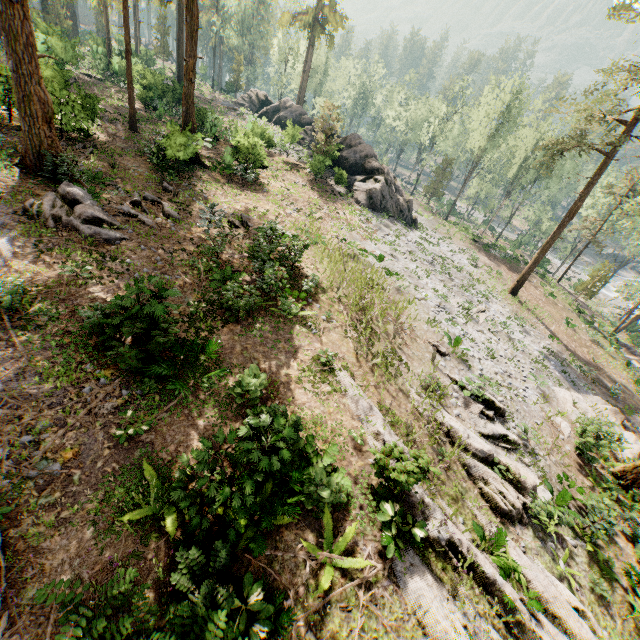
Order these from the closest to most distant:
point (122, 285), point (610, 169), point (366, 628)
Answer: point (366, 628) < point (122, 285) < point (610, 169)

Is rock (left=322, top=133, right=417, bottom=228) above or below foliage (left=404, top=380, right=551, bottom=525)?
above

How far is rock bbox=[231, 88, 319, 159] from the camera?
31.31m

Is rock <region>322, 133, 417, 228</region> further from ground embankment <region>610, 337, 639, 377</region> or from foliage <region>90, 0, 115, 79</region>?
ground embankment <region>610, 337, 639, 377</region>

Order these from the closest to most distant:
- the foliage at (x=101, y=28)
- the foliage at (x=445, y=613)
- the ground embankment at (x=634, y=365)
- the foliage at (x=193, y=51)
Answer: the foliage at (x=445, y=613), the foliage at (x=193, y=51), the ground embankment at (x=634, y=365), the foliage at (x=101, y=28)

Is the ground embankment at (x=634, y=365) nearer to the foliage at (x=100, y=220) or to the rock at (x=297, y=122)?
the foliage at (x=100, y=220)

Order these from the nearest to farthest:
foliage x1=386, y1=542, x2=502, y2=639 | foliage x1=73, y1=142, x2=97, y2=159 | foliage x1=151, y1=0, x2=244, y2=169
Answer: foliage x1=386, y1=542, x2=502, y2=639, foliage x1=73, y1=142, x2=97, y2=159, foliage x1=151, y1=0, x2=244, y2=169
